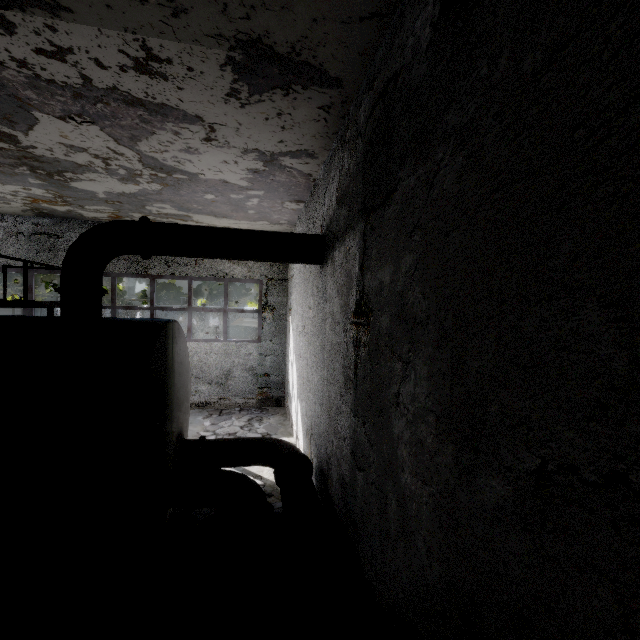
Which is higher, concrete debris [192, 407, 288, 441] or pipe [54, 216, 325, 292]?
pipe [54, 216, 325, 292]

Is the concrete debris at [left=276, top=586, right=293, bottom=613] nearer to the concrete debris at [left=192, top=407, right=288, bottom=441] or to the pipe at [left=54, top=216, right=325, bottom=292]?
the concrete debris at [left=192, top=407, right=288, bottom=441]

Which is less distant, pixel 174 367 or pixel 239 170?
pixel 174 367

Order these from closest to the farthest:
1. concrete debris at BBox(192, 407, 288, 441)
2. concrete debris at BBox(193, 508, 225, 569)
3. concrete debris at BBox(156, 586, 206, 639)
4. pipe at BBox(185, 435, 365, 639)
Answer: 1. pipe at BBox(185, 435, 365, 639)
2. concrete debris at BBox(156, 586, 206, 639)
3. concrete debris at BBox(193, 508, 225, 569)
4. concrete debris at BBox(192, 407, 288, 441)

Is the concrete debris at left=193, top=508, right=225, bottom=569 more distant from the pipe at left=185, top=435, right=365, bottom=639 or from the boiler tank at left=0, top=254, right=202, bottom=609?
the pipe at left=185, top=435, right=365, bottom=639

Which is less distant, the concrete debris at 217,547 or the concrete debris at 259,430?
the concrete debris at 217,547

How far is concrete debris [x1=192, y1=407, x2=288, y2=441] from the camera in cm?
993

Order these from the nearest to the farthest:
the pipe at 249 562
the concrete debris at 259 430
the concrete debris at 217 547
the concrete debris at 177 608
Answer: the pipe at 249 562 < the concrete debris at 177 608 < the concrete debris at 217 547 < the concrete debris at 259 430
